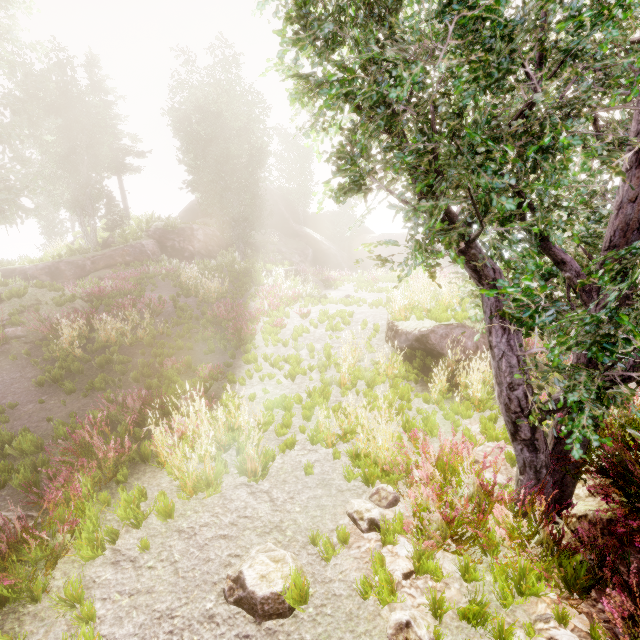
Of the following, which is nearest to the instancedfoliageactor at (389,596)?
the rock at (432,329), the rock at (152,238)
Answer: the rock at (152,238)

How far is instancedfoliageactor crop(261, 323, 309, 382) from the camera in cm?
905

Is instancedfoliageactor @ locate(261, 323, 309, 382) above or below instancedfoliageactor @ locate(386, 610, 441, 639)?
above

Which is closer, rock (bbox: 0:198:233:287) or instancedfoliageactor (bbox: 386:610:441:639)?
A: instancedfoliageactor (bbox: 386:610:441:639)

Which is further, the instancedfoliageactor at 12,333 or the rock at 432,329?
the instancedfoliageactor at 12,333

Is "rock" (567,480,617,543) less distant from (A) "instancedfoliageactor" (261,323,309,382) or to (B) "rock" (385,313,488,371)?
(A) "instancedfoliageactor" (261,323,309,382)

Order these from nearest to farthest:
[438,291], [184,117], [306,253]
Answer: [438,291] → [184,117] → [306,253]

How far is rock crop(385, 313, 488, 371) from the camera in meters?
9.3
